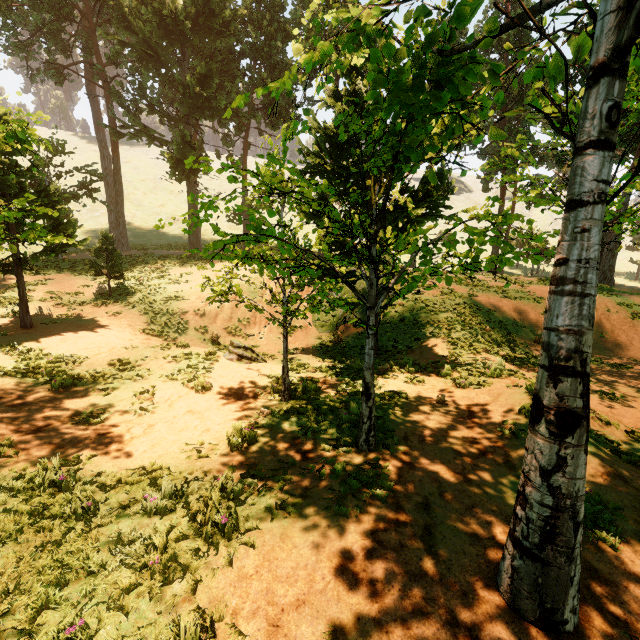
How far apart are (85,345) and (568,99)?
21.3 meters

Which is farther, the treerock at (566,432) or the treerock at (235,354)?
the treerock at (235,354)

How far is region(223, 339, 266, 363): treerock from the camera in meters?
12.4 m

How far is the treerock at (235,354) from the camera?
12.41m

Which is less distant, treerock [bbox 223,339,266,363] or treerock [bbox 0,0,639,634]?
treerock [bbox 0,0,639,634]
